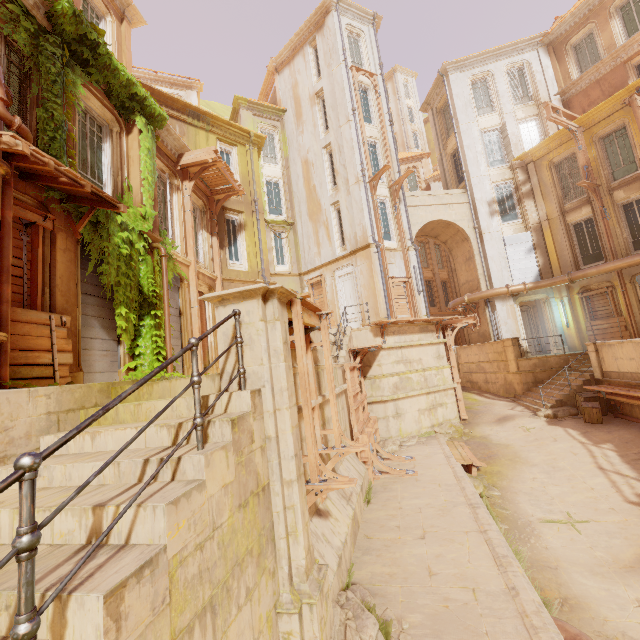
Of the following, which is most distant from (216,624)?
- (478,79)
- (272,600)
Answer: (478,79)

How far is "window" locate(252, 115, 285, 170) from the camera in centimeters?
2214cm

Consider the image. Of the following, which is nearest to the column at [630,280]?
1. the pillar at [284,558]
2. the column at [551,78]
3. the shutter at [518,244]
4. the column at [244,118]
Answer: the shutter at [518,244]

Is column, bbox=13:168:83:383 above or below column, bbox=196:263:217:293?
below

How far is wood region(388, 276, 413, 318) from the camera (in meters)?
17.52

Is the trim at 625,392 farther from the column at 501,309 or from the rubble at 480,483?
the column at 501,309

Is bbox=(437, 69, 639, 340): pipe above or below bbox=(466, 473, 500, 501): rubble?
above

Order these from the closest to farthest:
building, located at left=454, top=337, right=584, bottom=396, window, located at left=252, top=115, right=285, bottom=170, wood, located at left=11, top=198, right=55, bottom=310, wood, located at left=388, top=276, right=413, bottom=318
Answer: wood, located at left=11, top=198, right=55, bottom=310
building, located at left=454, top=337, right=584, bottom=396
wood, located at left=388, top=276, right=413, bottom=318
window, located at left=252, top=115, right=285, bottom=170
